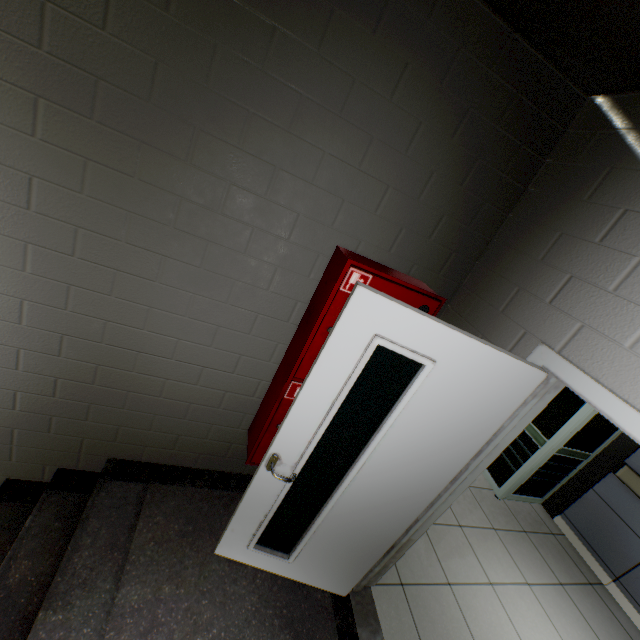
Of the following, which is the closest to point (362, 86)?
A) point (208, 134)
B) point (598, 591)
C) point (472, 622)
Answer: point (208, 134)

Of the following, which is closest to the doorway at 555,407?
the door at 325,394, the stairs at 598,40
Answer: the stairs at 598,40

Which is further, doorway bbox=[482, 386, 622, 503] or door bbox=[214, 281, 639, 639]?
doorway bbox=[482, 386, 622, 503]

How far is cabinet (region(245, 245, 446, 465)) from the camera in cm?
172

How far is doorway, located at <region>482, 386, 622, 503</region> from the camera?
3.5m

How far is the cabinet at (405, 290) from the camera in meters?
1.7 m

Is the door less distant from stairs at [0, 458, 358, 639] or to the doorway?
stairs at [0, 458, 358, 639]

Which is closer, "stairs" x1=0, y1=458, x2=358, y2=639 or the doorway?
"stairs" x1=0, y1=458, x2=358, y2=639
